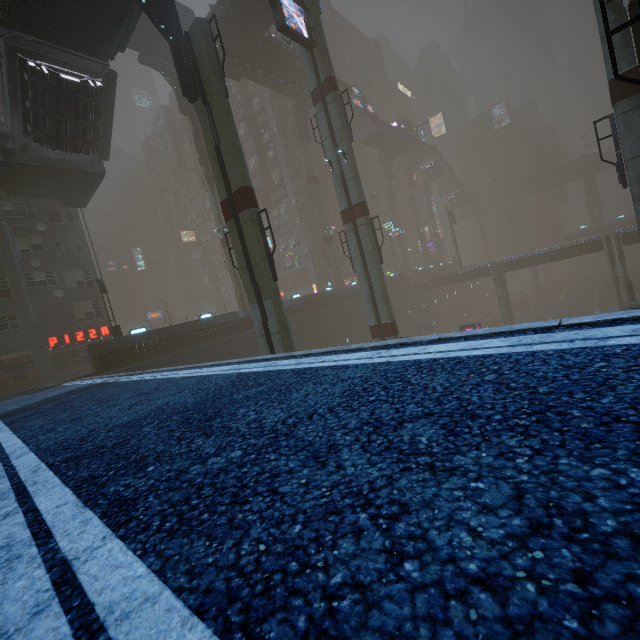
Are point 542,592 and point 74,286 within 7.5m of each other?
no

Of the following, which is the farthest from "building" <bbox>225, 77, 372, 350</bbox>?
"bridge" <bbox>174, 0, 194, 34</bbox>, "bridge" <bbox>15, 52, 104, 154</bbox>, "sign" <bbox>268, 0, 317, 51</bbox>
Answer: "sign" <bbox>268, 0, 317, 51</bbox>

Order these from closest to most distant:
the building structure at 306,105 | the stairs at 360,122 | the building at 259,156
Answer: the building at 259,156 → the building structure at 306,105 → the stairs at 360,122

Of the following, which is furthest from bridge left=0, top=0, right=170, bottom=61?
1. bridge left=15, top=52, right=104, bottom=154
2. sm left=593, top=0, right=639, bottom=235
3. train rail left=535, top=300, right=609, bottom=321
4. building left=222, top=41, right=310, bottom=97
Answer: train rail left=535, top=300, right=609, bottom=321

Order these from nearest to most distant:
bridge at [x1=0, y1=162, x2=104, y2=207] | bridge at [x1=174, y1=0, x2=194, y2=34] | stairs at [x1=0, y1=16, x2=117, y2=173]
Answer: stairs at [x1=0, y1=16, x2=117, y2=173] → bridge at [x1=0, y1=162, x2=104, y2=207] → bridge at [x1=174, y1=0, x2=194, y2=34]

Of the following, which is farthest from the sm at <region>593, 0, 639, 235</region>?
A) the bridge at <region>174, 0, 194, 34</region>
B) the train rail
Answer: the bridge at <region>174, 0, 194, 34</region>

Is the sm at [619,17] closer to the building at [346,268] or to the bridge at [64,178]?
the building at [346,268]

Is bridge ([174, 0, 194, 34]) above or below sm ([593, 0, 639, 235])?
above
